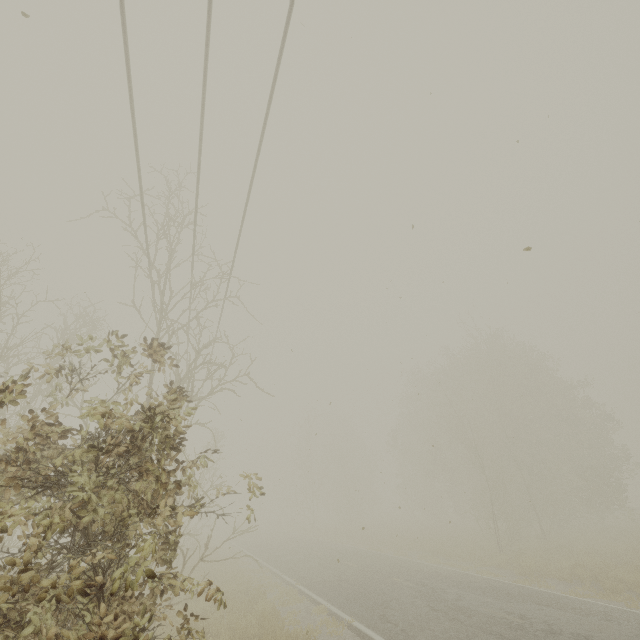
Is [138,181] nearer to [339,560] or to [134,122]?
[134,122]
